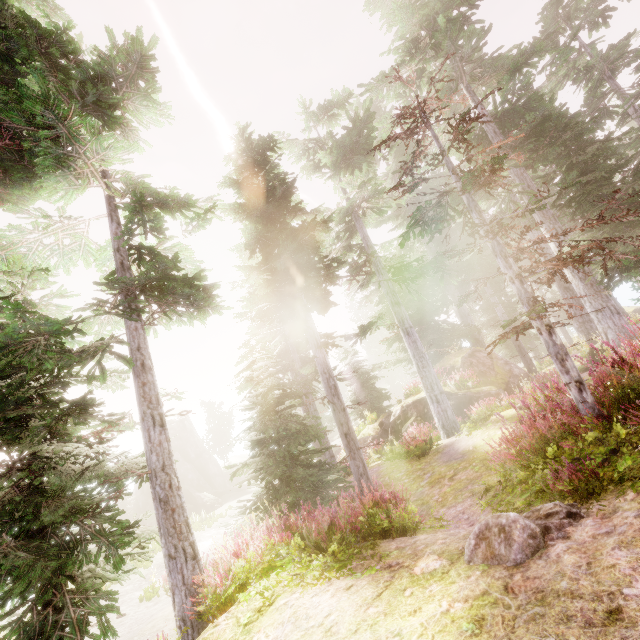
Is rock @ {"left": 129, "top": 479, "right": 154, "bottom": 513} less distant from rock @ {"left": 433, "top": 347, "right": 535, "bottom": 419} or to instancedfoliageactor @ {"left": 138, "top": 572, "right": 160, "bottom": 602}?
instancedfoliageactor @ {"left": 138, "top": 572, "right": 160, "bottom": 602}

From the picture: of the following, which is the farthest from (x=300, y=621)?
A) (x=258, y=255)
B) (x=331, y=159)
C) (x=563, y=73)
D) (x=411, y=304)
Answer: (x=563, y=73)

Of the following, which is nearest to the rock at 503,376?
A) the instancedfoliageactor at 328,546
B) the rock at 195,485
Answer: the instancedfoliageactor at 328,546

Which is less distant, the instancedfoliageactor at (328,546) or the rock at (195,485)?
the instancedfoliageactor at (328,546)

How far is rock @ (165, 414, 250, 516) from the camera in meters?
34.1

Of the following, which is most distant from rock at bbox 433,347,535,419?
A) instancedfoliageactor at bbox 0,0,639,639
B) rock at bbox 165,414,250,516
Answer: rock at bbox 165,414,250,516
